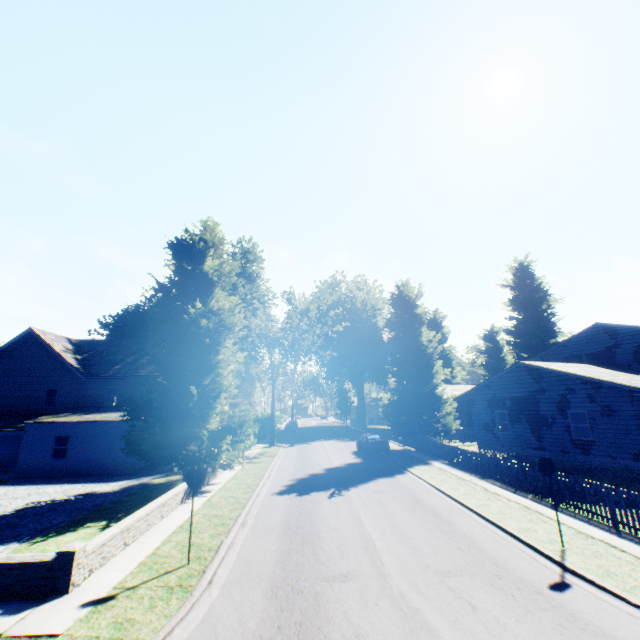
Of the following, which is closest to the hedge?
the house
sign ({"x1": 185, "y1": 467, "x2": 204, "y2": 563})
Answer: sign ({"x1": 185, "y1": 467, "x2": 204, "y2": 563})

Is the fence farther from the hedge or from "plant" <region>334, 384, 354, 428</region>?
the hedge

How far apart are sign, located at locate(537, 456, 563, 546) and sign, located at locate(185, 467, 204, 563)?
9.7 meters

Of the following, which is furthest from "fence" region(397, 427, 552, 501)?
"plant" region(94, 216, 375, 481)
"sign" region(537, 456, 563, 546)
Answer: "sign" region(537, 456, 563, 546)

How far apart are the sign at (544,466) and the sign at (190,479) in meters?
9.7

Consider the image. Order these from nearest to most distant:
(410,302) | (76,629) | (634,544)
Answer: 1. (76,629)
2. (634,544)
3. (410,302)

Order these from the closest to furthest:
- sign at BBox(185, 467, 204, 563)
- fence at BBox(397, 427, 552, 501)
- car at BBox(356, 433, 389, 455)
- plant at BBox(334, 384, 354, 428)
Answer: sign at BBox(185, 467, 204, 563)
fence at BBox(397, 427, 552, 501)
car at BBox(356, 433, 389, 455)
plant at BBox(334, 384, 354, 428)

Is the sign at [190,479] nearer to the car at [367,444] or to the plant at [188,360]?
the plant at [188,360]
